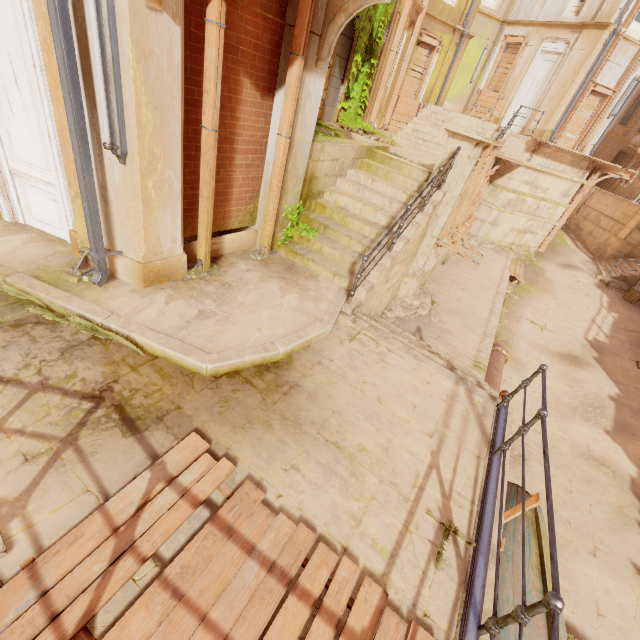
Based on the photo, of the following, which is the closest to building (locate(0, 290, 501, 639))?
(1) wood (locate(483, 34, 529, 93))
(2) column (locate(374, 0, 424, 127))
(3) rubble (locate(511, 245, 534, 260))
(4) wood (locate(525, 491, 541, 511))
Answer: (3) rubble (locate(511, 245, 534, 260))

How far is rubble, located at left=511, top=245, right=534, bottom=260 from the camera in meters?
17.5

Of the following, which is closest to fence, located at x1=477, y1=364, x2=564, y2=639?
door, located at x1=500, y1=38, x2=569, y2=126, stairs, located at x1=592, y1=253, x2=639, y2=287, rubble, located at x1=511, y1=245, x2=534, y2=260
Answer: rubble, located at x1=511, y1=245, x2=534, y2=260

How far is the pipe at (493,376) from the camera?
9.0 meters

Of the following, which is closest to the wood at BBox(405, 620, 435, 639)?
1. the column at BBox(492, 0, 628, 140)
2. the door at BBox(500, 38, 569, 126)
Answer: the column at BBox(492, 0, 628, 140)

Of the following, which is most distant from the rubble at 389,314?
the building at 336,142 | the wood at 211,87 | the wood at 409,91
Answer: the wood at 409,91

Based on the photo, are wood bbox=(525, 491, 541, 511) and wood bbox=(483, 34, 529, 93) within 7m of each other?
no

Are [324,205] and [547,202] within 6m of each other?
no
